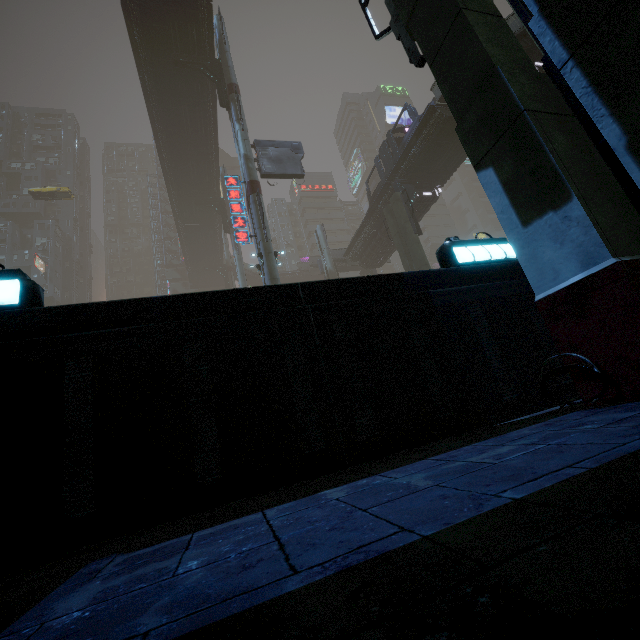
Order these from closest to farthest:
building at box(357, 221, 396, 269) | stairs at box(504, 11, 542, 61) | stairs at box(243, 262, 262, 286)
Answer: stairs at box(504, 11, 542, 61) < building at box(357, 221, 396, 269) < stairs at box(243, 262, 262, 286)

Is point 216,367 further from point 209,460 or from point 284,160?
point 284,160

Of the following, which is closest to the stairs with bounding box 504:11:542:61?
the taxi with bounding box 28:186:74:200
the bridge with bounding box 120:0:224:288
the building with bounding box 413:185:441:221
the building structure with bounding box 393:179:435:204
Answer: the bridge with bounding box 120:0:224:288

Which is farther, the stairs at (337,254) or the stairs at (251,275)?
the stairs at (251,275)

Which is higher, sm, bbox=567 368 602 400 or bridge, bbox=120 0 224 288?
bridge, bbox=120 0 224 288

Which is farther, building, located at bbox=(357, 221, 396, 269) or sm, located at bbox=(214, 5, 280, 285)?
building, located at bbox=(357, 221, 396, 269)

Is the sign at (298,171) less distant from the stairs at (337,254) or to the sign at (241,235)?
the sign at (241,235)

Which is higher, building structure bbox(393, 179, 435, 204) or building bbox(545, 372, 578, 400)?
building structure bbox(393, 179, 435, 204)
